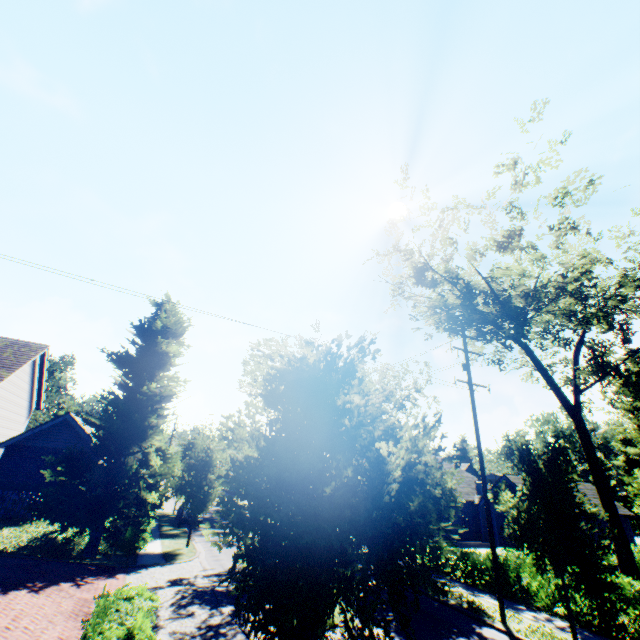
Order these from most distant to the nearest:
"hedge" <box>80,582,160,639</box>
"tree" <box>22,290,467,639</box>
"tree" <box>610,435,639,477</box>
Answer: "tree" <box>610,435,639,477</box>
"hedge" <box>80,582,160,639</box>
"tree" <box>22,290,467,639</box>

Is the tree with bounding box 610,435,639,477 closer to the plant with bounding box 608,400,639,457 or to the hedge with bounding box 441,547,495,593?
the plant with bounding box 608,400,639,457

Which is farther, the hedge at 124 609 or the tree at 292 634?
the hedge at 124 609

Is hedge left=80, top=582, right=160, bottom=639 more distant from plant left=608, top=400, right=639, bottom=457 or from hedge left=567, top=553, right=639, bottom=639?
plant left=608, top=400, right=639, bottom=457

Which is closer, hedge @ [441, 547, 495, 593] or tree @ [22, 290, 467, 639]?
tree @ [22, 290, 467, 639]

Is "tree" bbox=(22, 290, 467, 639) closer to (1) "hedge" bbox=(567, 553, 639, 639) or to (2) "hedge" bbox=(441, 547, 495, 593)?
(1) "hedge" bbox=(567, 553, 639, 639)

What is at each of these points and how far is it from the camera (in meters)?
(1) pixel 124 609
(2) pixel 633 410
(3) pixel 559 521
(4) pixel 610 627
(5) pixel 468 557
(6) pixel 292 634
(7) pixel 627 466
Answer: (1) hedge, 6.41
(2) plant, 44.66
(3) tree, 10.84
(4) hedge, 11.33
(5) hedge, 16.86
(6) tree, 4.51
(7) tree, 51.94

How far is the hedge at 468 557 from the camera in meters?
15.6
